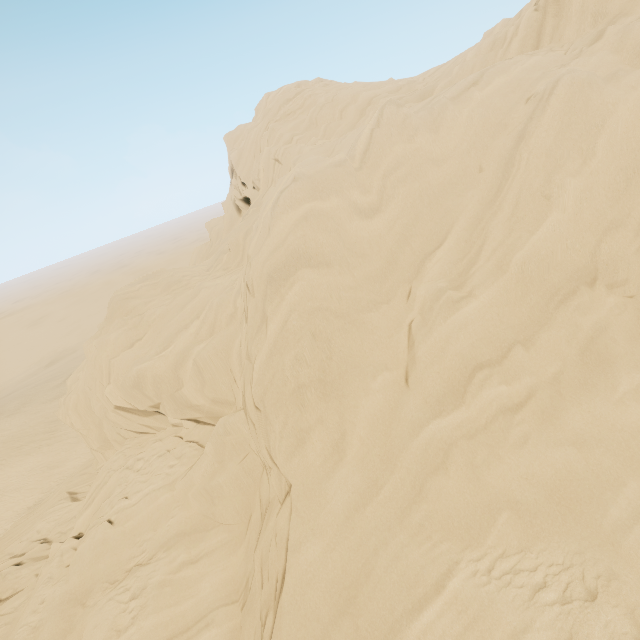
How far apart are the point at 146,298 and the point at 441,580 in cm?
1525
